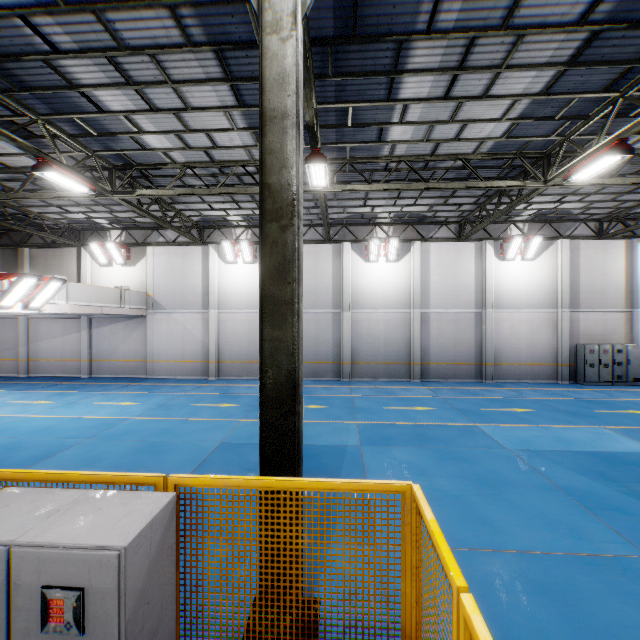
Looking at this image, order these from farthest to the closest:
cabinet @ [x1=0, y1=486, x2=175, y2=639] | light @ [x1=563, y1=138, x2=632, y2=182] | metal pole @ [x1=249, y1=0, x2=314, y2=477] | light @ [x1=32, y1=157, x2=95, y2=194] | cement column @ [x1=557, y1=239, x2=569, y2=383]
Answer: cement column @ [x1=557, y1=239, x2=569, y2=383], light @ [x1=32, y1=157, x2=95, y2=194], light @ [x1=563, y1=138, x2=632, y2=182], metal pole @ [x1=249, y1=0, x2=314, y2=477], cabinet @ [x1=0, y1=486, x2=175, y2=639]

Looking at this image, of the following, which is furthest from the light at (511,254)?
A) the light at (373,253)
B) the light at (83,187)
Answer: the light at (83,187)

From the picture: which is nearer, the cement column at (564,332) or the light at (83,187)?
the light at (83,187)

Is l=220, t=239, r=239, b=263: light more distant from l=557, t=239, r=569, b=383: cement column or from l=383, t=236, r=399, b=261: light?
l=557, t=239, r=569, b=383: cement column

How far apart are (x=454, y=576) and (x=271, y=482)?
1.4m

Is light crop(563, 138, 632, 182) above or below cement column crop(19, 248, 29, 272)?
above

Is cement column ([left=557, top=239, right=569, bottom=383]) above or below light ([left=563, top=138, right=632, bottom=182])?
below

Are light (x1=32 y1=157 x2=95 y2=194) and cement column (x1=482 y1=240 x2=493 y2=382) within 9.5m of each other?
no
